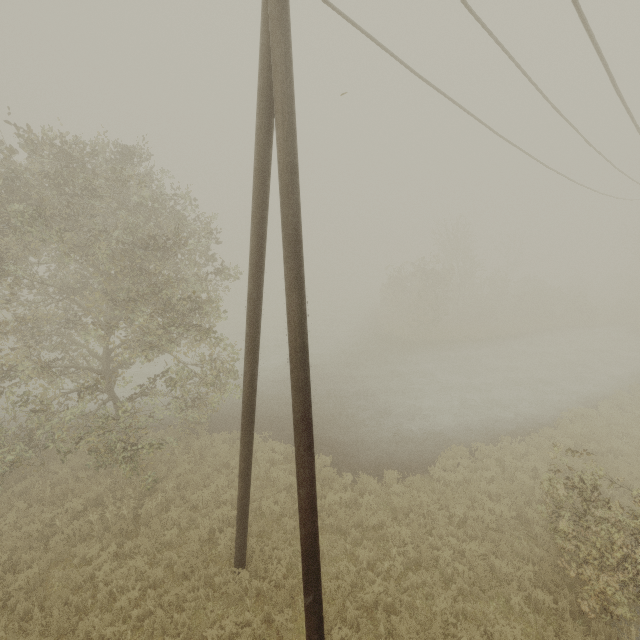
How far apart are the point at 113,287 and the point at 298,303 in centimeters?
771cm
